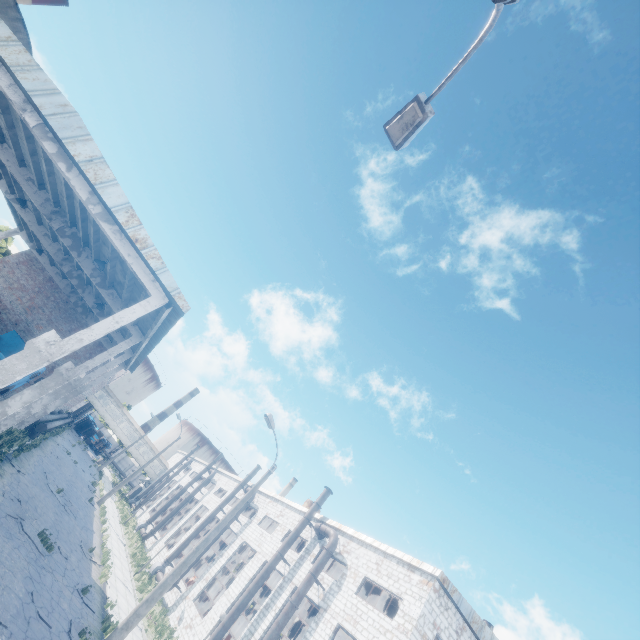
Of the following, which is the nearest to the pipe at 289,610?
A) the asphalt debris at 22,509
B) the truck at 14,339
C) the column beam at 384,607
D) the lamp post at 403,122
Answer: the column beam at 384,607

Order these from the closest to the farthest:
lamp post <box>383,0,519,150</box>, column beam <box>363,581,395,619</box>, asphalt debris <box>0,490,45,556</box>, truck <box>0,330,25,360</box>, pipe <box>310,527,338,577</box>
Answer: lamp post <box>383,0,519,150</box> → asphalt debris <box>0,490,45,556</box> → pipe <box>310,527,338,577</box> → truck <box>0,330,25,360</box> → column beam <box>363,581,395,619</box>

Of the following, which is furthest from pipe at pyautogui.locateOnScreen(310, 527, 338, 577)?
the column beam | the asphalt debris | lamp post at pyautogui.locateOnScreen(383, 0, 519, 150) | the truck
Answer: lamp post at pyautogui.locateOnScreen(383, 0, 519, 150)

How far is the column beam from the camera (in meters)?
23.97

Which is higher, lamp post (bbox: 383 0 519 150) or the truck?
lamp post (bbox: 383 0 519 150)

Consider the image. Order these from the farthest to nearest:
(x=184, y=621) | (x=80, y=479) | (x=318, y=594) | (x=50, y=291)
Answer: (x=80, y=479) < (x=50, y=291) < (x=184, y=621) < (x=318, y=594)

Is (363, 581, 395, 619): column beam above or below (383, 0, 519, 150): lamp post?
above

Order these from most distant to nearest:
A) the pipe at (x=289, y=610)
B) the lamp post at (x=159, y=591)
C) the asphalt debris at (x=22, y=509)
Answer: the pipe at (x=289, y=610) < the asphalt debris at (x=22, y=509) < the lamp post at (x=159, y=591)
